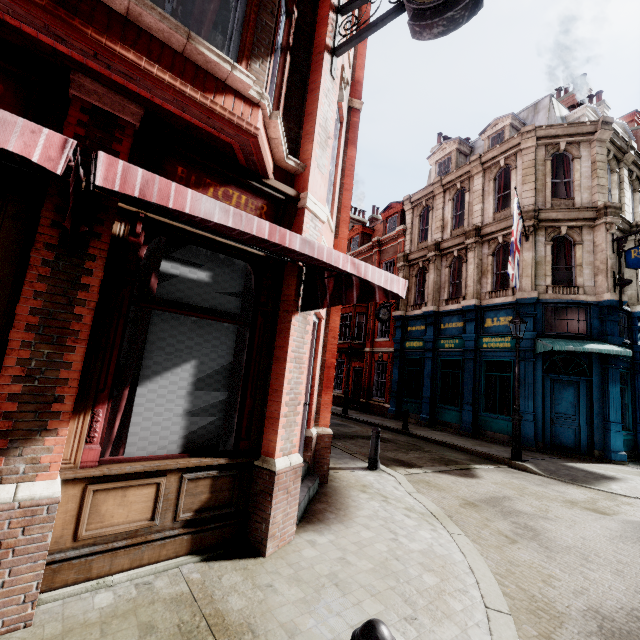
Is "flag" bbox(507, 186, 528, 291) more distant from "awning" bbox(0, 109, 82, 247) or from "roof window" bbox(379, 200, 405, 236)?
"roof window" bbox(379, 200, 405, 236)

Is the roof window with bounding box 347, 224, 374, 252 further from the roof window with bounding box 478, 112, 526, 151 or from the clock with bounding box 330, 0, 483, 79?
the clock with bounding box 330, 0, 483, 79

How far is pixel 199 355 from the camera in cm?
377

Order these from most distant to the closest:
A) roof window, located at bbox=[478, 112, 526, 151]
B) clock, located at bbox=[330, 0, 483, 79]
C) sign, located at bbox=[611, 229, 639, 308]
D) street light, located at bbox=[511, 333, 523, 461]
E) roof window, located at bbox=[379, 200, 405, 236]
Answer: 1. roof window, located at bbox=[379, 200, 405, 236]
2. roof window, located at bbox=[478, 112, 526, 151]
3. sign, located at bbox=[611, 229, 639, 308]
4. street light, located at bbox=[511, 333, 523, 461]
5. clock, located at bbox=[330, 0, 483, 79]

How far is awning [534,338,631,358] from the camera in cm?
1085

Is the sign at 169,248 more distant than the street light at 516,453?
No

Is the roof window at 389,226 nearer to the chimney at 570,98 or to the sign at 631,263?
the chimney at 570,98

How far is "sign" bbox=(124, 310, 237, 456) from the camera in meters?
3.4
